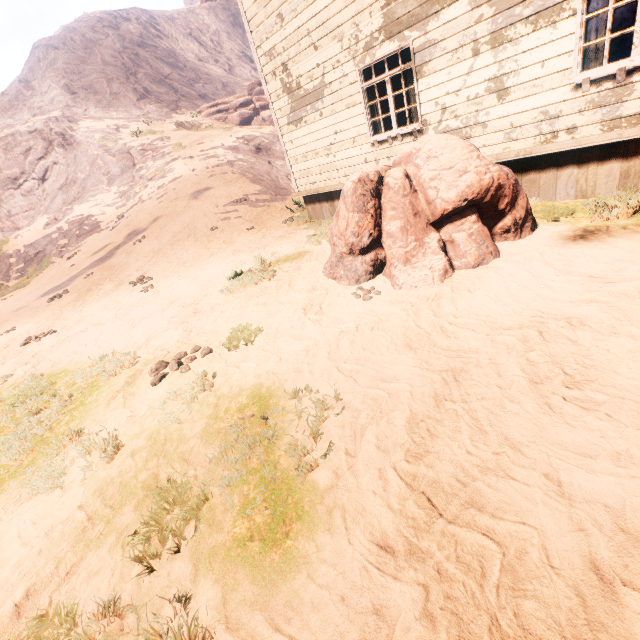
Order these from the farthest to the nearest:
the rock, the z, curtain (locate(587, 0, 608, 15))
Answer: the rock, curtain (locate(587, 0, 608, 15)), the z

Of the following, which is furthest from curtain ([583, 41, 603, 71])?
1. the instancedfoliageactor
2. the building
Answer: the instancedfoliageactor

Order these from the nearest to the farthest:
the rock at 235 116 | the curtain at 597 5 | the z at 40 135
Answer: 1. the z at 40 135
2. the curtain at 597 5
3. the rock at 235 116

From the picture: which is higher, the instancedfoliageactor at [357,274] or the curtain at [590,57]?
Answer: the curtain at [590,57]

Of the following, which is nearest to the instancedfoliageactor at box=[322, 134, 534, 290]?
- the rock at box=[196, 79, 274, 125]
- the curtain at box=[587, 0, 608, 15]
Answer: the curtain at box=[587, 0, 608, 15]

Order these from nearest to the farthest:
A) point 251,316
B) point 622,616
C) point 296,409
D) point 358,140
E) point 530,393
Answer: point 622,616
point 530,393
point 296,409
point 251,316
point 358,140

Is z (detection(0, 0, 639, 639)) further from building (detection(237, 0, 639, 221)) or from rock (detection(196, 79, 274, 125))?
rock (detection(196, 79, 274, 125))
